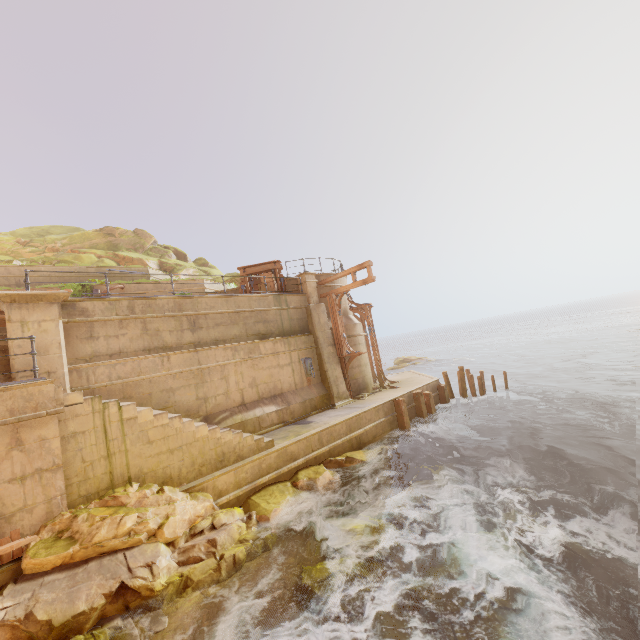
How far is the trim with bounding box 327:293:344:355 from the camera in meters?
16.7

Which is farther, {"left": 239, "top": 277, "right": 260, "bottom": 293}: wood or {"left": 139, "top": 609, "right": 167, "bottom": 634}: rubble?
{"left": 239, "top": 277, "right": 260, "bottom": 293}: wood

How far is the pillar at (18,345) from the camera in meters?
8.4

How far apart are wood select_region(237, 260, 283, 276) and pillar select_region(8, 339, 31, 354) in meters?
7.1 m

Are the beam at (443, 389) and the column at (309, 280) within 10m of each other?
yes

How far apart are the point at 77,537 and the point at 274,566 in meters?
4.2 m

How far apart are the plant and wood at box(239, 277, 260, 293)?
7.4m

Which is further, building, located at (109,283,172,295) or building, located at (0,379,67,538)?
building, located at (109,283,172,295)
